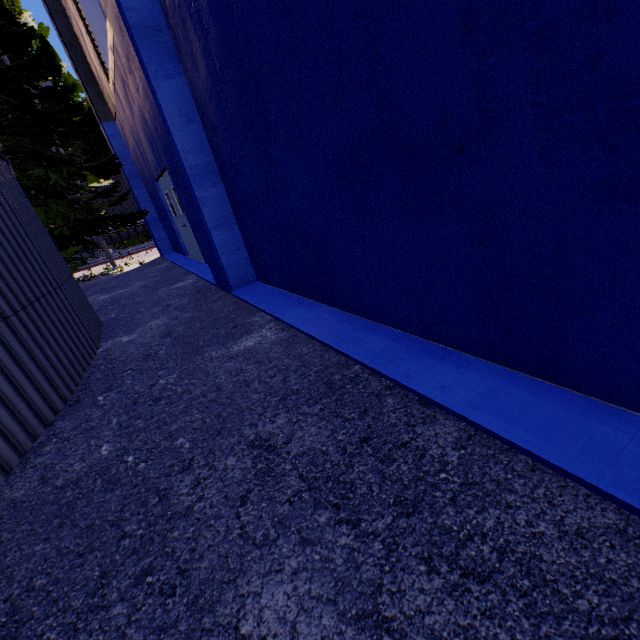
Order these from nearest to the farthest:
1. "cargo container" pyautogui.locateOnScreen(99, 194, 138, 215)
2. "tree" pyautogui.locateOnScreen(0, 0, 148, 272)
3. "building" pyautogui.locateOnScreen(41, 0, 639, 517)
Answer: "building" pyautogui.locateOnScreen(41, 0, 639, 517) → "tree" pyautogui.locateOnScreen(0, 0, 148, 272) → "cargo container" pyautogui.locateOnScreen(99, 194, 138, 215)

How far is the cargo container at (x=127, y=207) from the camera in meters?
18.2

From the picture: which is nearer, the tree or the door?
the tree

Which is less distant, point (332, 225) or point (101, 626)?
point (101, 626)

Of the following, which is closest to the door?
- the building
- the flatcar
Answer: the building

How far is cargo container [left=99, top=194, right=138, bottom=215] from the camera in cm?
1819

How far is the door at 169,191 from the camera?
9.0m

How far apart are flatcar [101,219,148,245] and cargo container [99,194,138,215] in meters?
0.0 m
